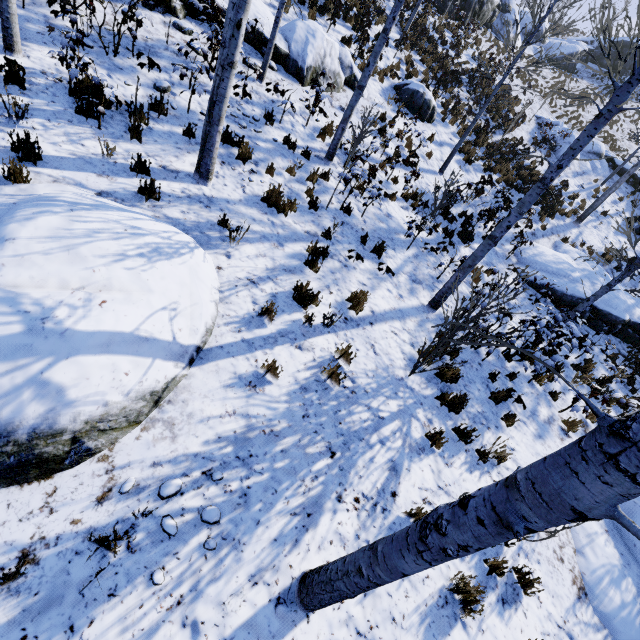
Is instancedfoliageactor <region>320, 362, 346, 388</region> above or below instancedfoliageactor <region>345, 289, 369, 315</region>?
below

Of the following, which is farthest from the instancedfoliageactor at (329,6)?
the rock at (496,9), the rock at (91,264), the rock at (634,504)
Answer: the rock at (496,9)

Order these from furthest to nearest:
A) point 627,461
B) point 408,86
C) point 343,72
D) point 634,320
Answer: point 408,86
point 634,320
point 343,72
point 627,461

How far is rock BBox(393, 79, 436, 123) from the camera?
12.8m

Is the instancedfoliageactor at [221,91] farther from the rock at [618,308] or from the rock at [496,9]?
the rock at [496,9]

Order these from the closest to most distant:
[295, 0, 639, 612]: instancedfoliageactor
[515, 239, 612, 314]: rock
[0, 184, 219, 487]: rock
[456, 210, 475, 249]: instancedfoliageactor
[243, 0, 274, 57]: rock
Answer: [295, 0, 639, 612]: instancedfoliageactor < [0, 184, 219, 487]: rock < [243, 0, 274, 57]: rock < [456, 210, 475, 249]: instancedfoliageactor < [515, 239, 612, 314]: rock

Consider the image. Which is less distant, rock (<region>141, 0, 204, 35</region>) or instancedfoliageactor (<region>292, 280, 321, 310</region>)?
instancedfoliageactor (<region>292, 280, 321, 310</region>)

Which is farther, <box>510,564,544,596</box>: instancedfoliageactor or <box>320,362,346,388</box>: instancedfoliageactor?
<box>320,362,346,388</box>: instancedfoliageactor
